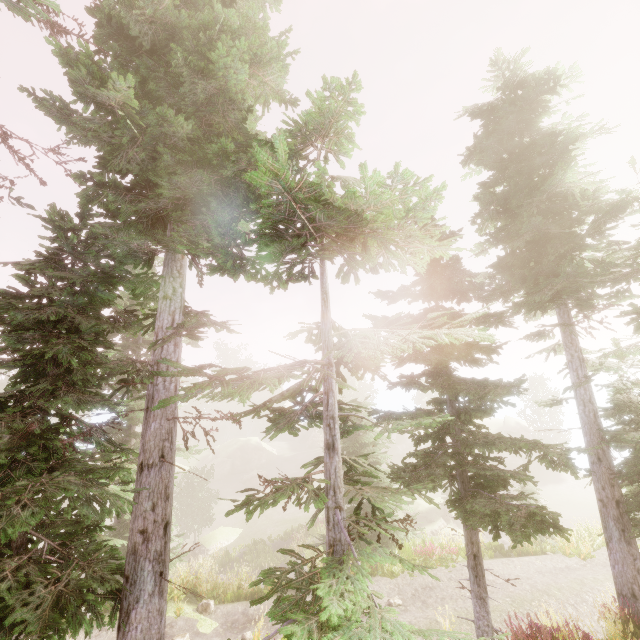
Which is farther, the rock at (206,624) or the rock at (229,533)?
the rock at (229,533)

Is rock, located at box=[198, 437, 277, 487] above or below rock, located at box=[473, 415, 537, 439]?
below

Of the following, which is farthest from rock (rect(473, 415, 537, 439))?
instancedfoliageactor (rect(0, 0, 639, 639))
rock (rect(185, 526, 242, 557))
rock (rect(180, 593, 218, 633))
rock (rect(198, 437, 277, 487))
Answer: rock (rect(180, 593, 218, 633))

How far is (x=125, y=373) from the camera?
7.0m

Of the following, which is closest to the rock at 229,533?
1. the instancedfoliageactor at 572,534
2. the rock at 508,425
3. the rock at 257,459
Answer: the instancedfoliageactor at 572,534

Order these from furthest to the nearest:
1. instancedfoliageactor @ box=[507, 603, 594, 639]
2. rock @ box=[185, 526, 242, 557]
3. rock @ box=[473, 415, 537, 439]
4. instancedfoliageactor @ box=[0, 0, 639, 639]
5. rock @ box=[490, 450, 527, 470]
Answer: rock @ box=[473, 415, 537, 439]
rock @ box=[490, 450, 527, 470]
rock @ box=[185, 526, 242, 557]
instancedfoliageactor @ box=[507, 603, 594, 639]
instancedfoliageactor @ box=[0, 0, 639, 639]

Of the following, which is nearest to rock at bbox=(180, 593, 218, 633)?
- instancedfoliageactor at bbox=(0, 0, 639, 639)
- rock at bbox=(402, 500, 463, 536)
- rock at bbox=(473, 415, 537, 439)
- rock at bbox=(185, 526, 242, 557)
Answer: instancedfoliageactor at bbox=(0, 0, 639, 639)

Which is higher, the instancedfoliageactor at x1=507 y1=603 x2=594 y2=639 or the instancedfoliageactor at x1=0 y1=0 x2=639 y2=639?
the instancedfoliageactor at x1=0 y1=0 x2=639 y2=639
